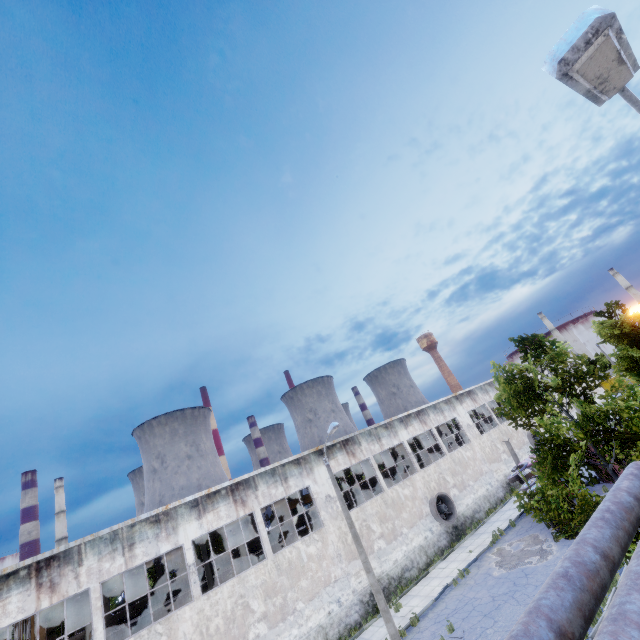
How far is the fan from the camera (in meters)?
24.61

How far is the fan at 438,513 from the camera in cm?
2461

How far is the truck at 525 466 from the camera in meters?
19.9

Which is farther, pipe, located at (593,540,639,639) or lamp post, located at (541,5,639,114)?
pipe, located at (593,540,639,639)

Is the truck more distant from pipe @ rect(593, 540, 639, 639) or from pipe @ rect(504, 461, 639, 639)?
pipe @ rect(593, 540, 639, 639)

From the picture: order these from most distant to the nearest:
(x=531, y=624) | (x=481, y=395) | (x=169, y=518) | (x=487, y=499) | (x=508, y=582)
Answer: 1. (x=481, y=395)
2. (x=487, y=499)
3. (x=169, y=518)
4. (x=508, y=582)
5. (x=531, y=624)

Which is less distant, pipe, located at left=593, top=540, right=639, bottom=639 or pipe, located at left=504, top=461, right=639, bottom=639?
pipe, located at left=593, top=540, right=639, bottom=639

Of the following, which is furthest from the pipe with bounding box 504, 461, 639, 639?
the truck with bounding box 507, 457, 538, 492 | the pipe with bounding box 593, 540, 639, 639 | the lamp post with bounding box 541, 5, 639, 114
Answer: the truck with bounding box 507, 457, 538, 492
